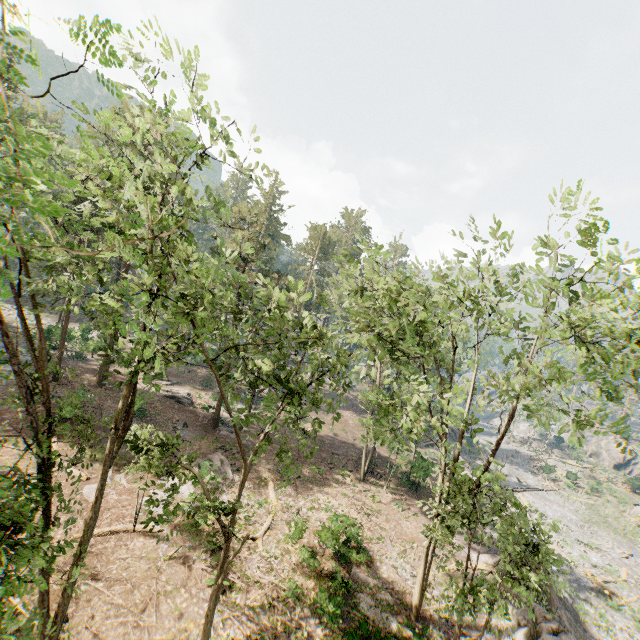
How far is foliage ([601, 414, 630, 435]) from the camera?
9.80m

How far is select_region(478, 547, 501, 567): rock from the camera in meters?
21.1

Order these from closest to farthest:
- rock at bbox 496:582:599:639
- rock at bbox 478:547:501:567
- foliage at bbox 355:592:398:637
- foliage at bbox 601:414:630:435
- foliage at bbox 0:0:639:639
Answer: foliage at bbox 0:0:639:639, foliage at bbox 601:414:630:435, foliage at bbox 355:592:398:637, rock at bbox 496:582:599:639, rock at bbox 478:547:501:567

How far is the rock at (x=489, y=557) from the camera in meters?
21.1

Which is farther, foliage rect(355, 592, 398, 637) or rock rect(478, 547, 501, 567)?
rock rect(478, 547, 501, 567)

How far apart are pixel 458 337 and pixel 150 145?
59.3 meters

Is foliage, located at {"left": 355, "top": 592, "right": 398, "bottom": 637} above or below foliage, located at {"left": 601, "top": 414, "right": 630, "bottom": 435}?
below

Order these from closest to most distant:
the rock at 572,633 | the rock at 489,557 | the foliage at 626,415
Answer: the foliage at 626,415, the rock at 572,633, the rock at 489,557
